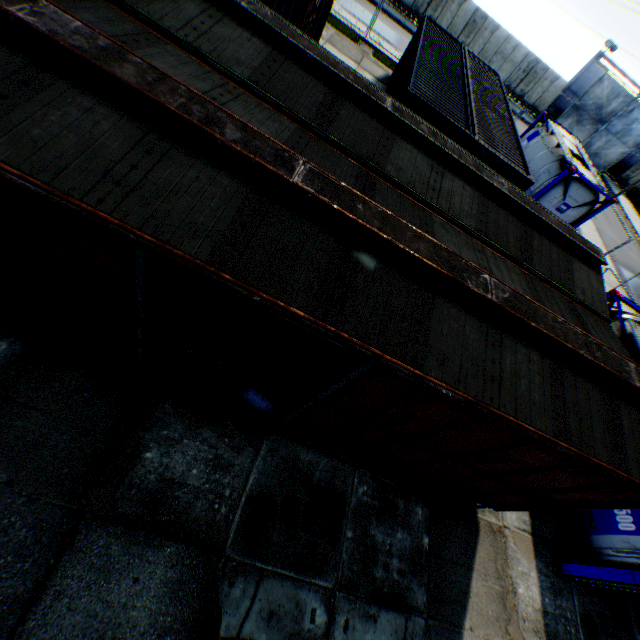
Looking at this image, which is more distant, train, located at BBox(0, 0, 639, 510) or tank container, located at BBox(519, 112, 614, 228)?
tank container, located at BBox(519, 112, 614, 228)

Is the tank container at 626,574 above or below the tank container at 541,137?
below

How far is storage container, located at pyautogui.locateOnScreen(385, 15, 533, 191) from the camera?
10.3 meters

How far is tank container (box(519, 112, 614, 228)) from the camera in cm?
1517

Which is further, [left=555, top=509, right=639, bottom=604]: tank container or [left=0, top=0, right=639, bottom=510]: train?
[left=555, top=509, right=639, bottom=604]: tank container

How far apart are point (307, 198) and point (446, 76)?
13.7m

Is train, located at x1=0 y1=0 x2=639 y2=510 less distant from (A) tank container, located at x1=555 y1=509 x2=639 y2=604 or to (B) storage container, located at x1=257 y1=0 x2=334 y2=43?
(A) tank container, located at x1=555 y1=509 x2=639 y2=604

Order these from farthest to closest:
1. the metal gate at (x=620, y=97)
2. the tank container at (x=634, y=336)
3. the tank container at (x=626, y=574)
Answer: the metal gate at (x=620, y=97) → the tank container at (x=634, y=336) → the tank container at (x=626, y=574)
